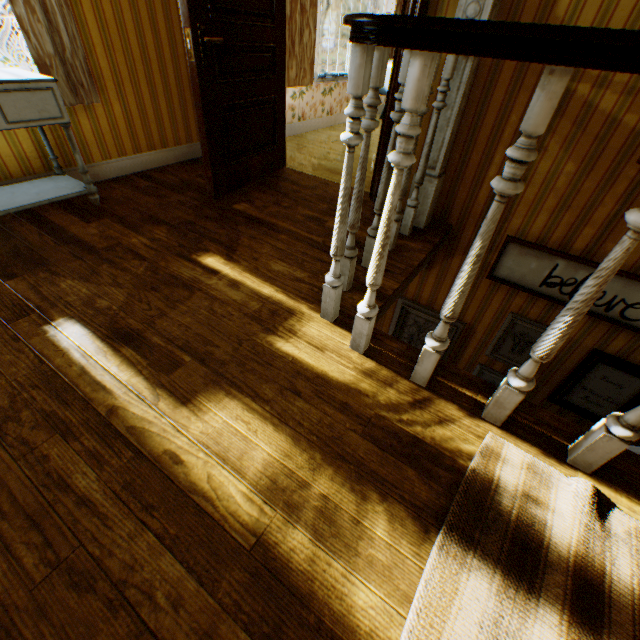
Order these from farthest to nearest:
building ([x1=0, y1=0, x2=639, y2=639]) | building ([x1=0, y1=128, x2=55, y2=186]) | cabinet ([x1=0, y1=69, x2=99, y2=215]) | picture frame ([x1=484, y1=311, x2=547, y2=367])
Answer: picture frame ([x1=484, y1=311, x2=547, y2=367]) → building ([x1=0, y1=128, x2=55, y2=186]) → cabinet ([x1=0, y1=69, x2=99, y2=215]) → building ([x1=0, y1=0, x2=639, y2=639])

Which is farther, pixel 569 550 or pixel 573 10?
pixel 573 10

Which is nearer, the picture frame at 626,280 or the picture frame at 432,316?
the picture frame at 626,280

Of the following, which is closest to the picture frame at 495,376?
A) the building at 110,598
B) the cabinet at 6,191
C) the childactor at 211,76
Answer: the building at 110,598

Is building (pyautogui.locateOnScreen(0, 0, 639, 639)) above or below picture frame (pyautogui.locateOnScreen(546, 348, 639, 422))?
above

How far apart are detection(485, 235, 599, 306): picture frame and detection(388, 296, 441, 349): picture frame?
0.6m

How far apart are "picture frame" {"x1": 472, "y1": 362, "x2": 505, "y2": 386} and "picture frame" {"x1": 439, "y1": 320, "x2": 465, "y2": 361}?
0.3m
